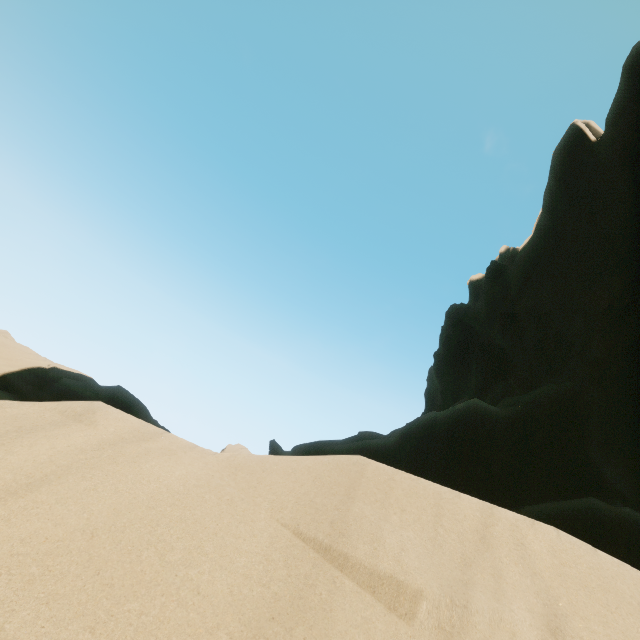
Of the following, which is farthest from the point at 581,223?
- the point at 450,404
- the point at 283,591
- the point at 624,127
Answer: the point at 283,591
